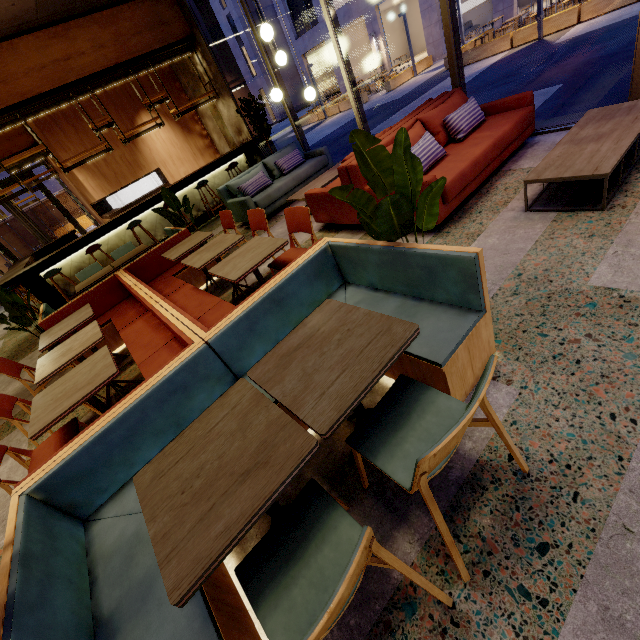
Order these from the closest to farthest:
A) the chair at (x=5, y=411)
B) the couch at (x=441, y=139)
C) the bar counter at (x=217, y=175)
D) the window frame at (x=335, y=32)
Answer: the chair at (x=5, y=411) → the couch at (x=441, y=139) → the window frame at (x=335, y=32) → the bar counter at (x=217, y=175)

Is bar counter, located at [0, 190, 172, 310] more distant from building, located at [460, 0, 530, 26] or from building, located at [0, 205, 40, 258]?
building, located at [0, 205, 40, 258]

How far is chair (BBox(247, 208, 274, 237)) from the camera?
3.9m

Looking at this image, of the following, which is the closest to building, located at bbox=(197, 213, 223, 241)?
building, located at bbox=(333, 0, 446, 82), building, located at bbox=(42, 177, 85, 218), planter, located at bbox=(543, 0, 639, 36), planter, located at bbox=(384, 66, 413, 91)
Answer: planter, located at bbox=(543, 0, 639, 36)

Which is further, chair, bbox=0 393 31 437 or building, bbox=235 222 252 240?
building, bbox=235 222 252 240

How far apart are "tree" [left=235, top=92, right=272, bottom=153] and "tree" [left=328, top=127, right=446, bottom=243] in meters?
6.5

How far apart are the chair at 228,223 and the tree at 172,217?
1.1 meters

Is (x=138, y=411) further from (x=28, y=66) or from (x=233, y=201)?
(x=28, y=66)
